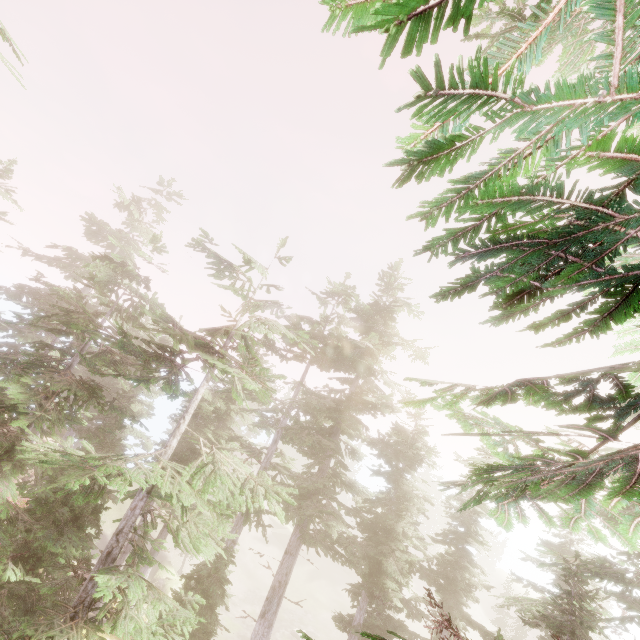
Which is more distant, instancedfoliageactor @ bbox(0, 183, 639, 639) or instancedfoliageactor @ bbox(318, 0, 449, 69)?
instancedfoliageactor @ bbox(0, 183, 639, 639)

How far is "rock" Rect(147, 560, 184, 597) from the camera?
29.0m

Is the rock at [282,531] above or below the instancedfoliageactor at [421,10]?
below

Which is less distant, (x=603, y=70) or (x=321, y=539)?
(x=603, y=70)

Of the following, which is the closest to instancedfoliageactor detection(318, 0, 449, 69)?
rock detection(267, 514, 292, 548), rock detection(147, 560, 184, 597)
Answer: rock detection(267, 514, 292, 548)

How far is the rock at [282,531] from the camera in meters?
50.9

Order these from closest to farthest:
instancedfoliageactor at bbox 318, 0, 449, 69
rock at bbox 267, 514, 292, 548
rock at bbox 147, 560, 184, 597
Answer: instancedfoliageactor at bbox 318, 0, 449, 69 < rock at bbox 147, 560, 184, 597 < rock at bbox 267, 514, 292, 548

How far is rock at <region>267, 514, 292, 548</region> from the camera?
50.9m
